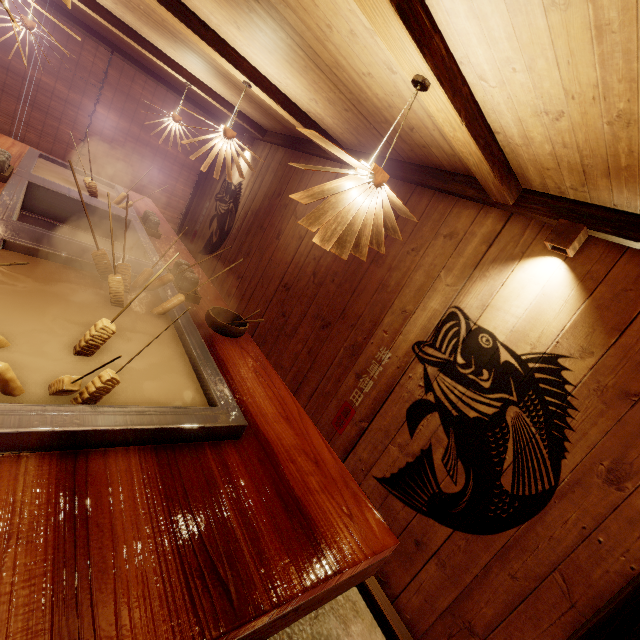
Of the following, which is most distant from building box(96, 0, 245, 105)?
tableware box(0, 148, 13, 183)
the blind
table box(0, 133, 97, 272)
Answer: tableware box(0, 148, 13, 183)

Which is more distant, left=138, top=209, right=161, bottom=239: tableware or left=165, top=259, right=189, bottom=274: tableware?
left=138, top=209, right=161, bottom=239: tableware

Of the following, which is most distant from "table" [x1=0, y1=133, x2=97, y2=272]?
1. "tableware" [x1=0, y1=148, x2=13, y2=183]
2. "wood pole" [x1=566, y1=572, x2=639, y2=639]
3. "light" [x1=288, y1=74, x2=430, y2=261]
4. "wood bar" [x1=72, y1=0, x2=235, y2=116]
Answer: "wood bar" [x1=72, y1=0, x2=235, y2=116]

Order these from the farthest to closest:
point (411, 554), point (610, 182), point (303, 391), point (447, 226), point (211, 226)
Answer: point (211, 226) → point (303, 391) → point (447, 226) → point (411, 554) → point (610, 182)

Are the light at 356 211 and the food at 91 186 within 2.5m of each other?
no

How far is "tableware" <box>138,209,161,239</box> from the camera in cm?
593

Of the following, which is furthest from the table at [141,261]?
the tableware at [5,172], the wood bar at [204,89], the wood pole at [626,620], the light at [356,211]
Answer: the wood bar at [204,89]

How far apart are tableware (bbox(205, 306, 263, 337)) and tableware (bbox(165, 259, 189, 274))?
0.36m
